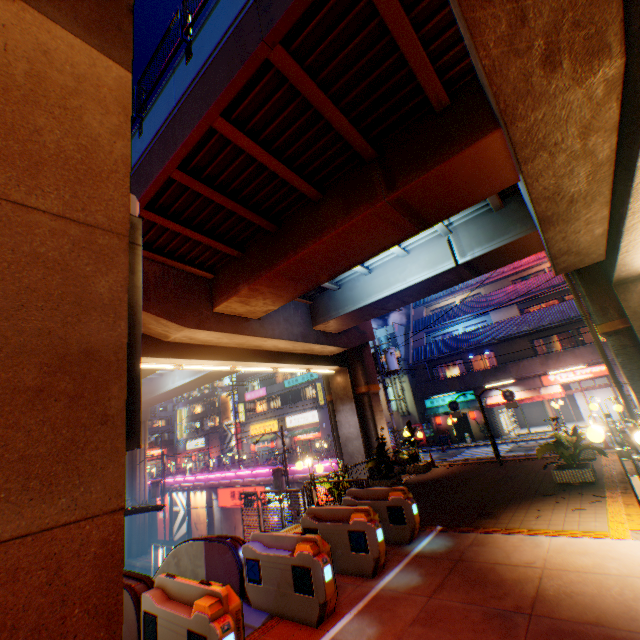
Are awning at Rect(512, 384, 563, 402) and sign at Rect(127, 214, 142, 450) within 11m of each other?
no

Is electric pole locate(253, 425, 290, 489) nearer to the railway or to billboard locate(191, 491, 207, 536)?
the railway

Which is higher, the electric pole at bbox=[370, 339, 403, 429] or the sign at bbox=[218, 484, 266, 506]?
the electric pole at bbox=[370, 339, 403, 429]

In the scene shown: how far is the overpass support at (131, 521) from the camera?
33.91m

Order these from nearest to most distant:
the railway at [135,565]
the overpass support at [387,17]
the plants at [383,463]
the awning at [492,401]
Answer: the overpass support at [387,17], the plants at [383,463], the awning at [492,401], the railway at [135,565]

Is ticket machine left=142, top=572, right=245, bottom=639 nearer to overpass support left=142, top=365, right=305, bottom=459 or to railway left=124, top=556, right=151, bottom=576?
overpass support left=142, top=365, right=305, bottom=459

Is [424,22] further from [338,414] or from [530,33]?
[338,414]

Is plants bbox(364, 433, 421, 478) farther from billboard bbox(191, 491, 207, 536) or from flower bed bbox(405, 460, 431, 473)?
billboard bbox(191, 491, 207, 536)
